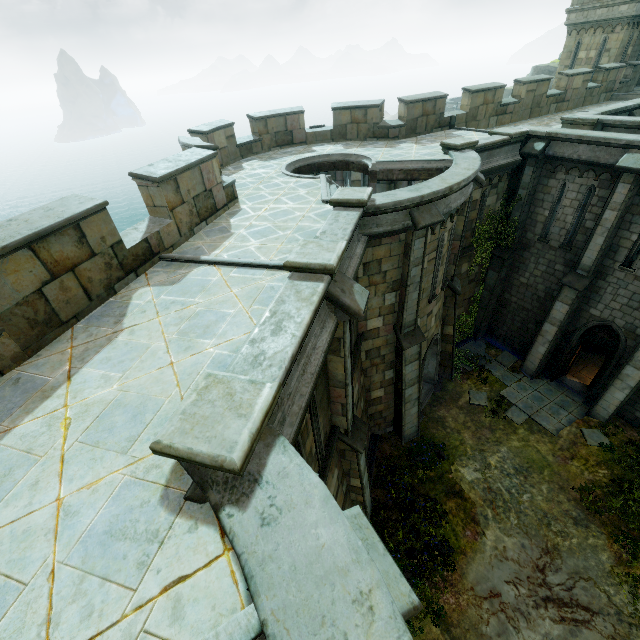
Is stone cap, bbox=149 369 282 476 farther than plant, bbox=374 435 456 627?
No

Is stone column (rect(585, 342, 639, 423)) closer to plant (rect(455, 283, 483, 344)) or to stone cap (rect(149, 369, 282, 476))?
plant (rect(455, 283, 483, 344))

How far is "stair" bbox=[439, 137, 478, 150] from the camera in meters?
11.4

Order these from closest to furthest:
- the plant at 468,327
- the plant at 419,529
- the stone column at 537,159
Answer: the plant at 419,529, the stone column at 537,159, the plant at 468,327

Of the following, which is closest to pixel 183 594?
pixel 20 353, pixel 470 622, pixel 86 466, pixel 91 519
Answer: pixel 91 519

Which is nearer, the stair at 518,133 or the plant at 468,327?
the stair at 518,133

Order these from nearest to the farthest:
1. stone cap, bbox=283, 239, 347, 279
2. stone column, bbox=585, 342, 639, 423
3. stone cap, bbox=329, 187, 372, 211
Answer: stone cap, bbox=283, 239, 347, 279 < stone cap, bbox=329, 187, 372, 211 < stone column, bbox=585, 342, 639, 423

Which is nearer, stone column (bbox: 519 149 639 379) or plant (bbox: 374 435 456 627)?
plant (bbox: 374 435 456 627)
